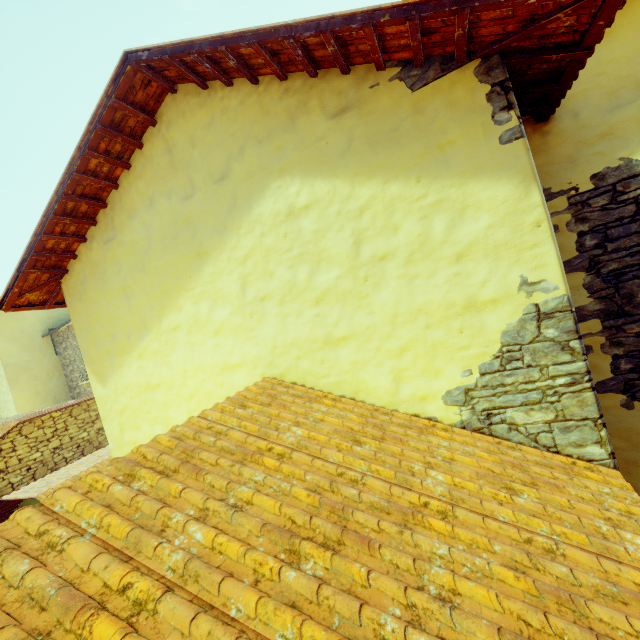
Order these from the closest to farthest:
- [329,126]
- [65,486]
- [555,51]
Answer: [555,51] < [329,126] < [65,486]
